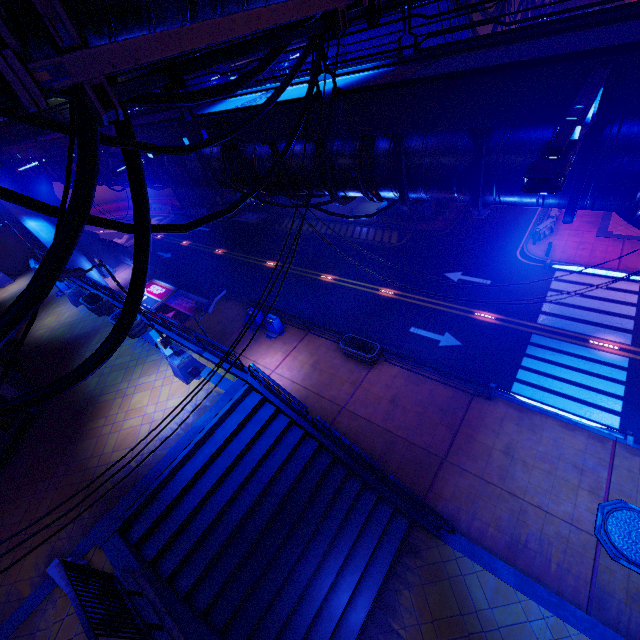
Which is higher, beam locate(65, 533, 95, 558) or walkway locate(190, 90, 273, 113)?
walkway locate(190, 90, 273, 113)

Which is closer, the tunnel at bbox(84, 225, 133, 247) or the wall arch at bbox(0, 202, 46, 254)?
the wall arch at bbox(0, 202, 46, 254)

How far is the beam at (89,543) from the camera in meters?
9.4 m

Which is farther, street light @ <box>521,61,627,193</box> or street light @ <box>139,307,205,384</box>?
street light @ <box>139,307,205,384</box>

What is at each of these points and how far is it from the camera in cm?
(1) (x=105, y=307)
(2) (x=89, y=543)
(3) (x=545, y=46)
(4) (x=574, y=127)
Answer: (1) plant holder, 1917
(2) beam, 962
(3) walkway, 596
(4) street light, 270

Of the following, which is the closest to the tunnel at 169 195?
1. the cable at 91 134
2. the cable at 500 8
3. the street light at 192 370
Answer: the street light at 192 370

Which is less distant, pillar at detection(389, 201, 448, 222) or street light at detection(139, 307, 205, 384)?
street light at detection(139, 307, 205, 384)

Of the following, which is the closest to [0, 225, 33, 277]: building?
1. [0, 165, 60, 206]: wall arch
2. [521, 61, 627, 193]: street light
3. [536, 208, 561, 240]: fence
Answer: [0, 165, 60, 206]: wall arch
